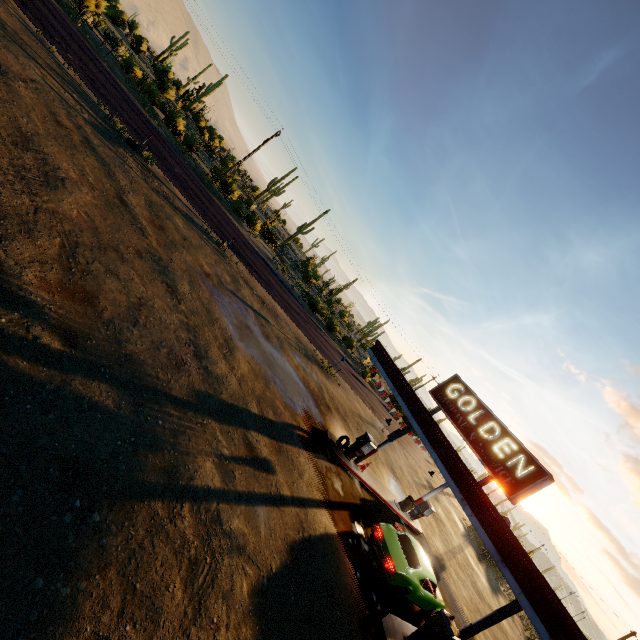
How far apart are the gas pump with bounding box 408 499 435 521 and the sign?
9.4 meters

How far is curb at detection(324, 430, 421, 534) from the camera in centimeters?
1524cm

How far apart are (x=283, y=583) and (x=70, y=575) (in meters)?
4.71

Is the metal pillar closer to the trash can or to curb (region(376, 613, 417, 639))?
curb (region(376, 613, 417, 639))

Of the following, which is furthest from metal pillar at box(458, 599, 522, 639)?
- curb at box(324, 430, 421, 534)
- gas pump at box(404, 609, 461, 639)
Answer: curb at box(324, 430, 421, 534)

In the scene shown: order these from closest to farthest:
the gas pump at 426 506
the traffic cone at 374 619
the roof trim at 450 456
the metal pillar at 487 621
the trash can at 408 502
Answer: the roof trim at 450 456 → the traffic cone at 374 619 → the metal pillar at 487 621 → the trash can at 408 502 → the gas pump at 426 506

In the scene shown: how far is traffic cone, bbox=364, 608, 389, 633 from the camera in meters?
9.1

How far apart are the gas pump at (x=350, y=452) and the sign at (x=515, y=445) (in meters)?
3.66
